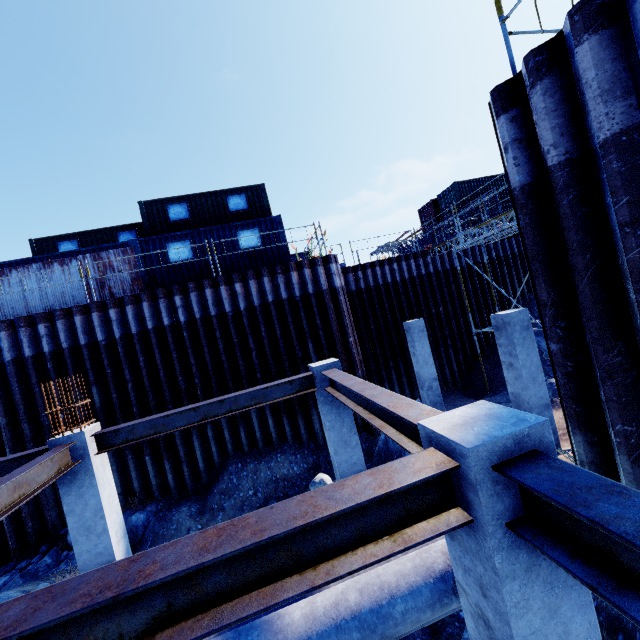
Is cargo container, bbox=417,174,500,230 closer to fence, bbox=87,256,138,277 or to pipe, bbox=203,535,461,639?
pipe, bbox=203,535,461,639

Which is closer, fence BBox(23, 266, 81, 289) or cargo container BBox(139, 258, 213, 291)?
fence BBox(23, 266, 81, 289)

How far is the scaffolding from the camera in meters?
12.3 m

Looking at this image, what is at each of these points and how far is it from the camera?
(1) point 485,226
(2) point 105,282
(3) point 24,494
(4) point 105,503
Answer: (1) scaffolding, 14.3 meters
(2) fence, 12.5 meters
(3) steel beam, 4.6 meters
(4) concrete column, 6.0 meters

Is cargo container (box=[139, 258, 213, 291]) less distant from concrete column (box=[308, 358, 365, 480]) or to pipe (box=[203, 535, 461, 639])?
concrete column (box=[308, 358, 365, 480])

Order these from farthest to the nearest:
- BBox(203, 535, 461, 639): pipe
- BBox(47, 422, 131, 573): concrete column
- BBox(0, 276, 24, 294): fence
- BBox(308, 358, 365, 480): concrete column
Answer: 1. BBox(0, 276, 24, 294): fence
2. BBox(308, 358, 365, 480): concrete column
3. BBox(47, 422, 131, 573): concrete column
4. BBox(203, 535, 461, 639): pipe

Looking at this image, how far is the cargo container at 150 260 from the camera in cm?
1284

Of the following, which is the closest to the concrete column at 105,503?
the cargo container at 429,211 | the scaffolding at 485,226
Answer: the scaffolding at 485,226
